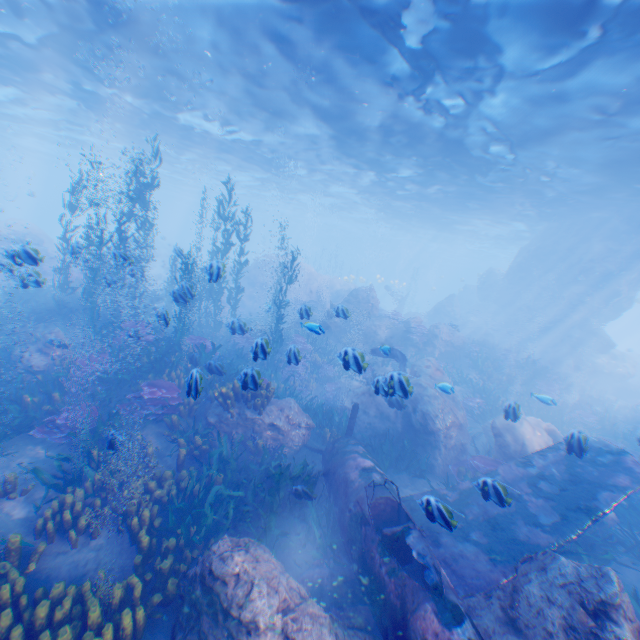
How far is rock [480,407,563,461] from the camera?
9.75m

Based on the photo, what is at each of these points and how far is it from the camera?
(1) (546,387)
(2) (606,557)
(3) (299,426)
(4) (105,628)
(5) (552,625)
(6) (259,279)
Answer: (1) instancedfoliageactor, 18.1m
(2) instancedfoliageactor, 7.0m
(3) rock, 9.8m
(4) instancedfoliageactor, 4.1m
(5) rock, 4.2m
(6) rock, 28.9m

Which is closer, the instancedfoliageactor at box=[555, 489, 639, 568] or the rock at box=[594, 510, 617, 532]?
the instancedfoliageactor at box=[555, 489, 639, 568]

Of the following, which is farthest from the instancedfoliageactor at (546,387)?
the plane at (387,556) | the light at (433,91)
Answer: the light at (433,91)

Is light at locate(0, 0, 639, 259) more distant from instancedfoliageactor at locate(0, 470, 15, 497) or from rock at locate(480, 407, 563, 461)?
→ instancedfoliageactor at locate(0, 470, 15, 497)

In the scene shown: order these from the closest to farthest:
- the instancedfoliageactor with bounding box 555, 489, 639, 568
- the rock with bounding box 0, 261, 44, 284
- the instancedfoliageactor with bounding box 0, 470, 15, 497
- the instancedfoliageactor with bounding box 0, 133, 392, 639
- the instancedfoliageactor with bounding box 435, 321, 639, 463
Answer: the instancedfoliageactor with bounding box 0, 133, 392, 639
the instancedfoliageactor with bounding box 0, 470, 15, 497
the instancedfoliageactor with bounding box 555, 489, 639, 568
the rock with bounding box 0, 261, 44, 284
the instancedfoliageactor with bounding box 435, 321, 639, 463

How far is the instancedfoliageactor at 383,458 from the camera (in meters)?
9.53
